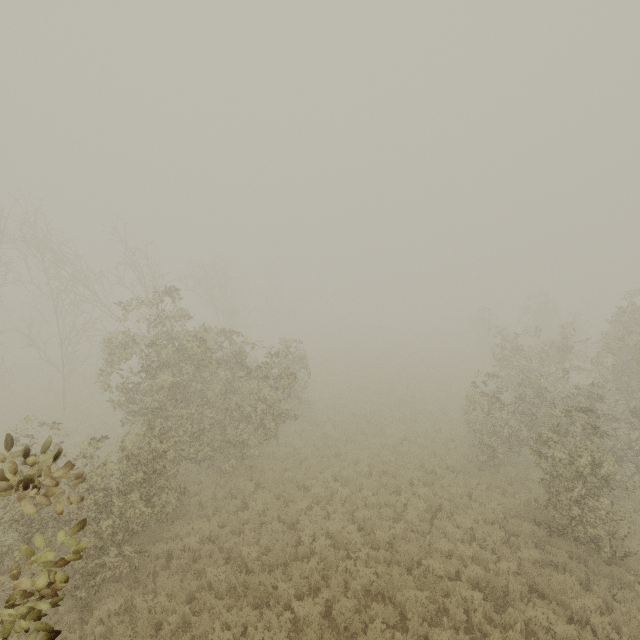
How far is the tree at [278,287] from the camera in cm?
4762

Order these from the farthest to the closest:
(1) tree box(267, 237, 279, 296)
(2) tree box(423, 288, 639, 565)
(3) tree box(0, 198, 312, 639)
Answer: (1) tree box(267, 237, 279, 296), (2) tree box(423, 288, 639, 565), (3) tree box(0, 198, 312, 639)

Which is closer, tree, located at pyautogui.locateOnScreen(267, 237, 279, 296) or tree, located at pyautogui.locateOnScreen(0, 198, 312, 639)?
tree, located at pyautogui.locateOnScreen(0, 198, 312, 639)

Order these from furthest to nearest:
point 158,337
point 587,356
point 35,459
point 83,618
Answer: point 587,356
point 158,337
point 83,618
point 35,459

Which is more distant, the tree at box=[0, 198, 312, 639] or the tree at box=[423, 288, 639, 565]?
the tree at box=[423, 288, 639, 565]

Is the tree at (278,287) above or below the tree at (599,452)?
above

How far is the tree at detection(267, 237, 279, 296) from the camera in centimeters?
4762cm
